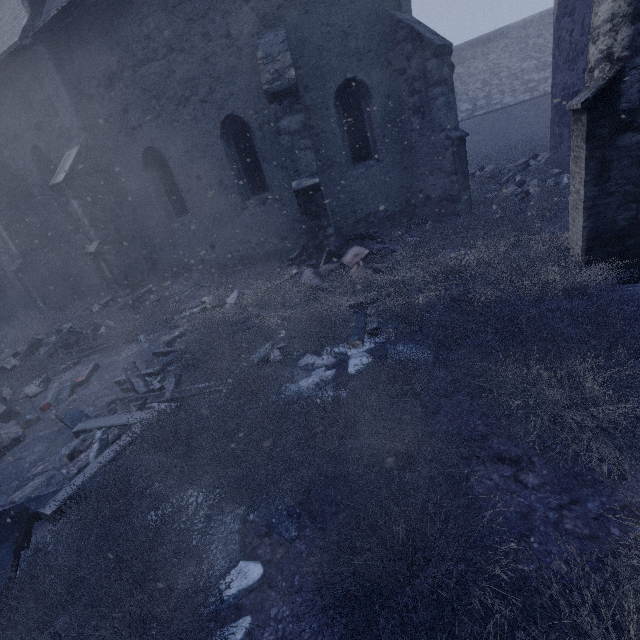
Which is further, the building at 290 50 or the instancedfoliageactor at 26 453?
the building at 290 50

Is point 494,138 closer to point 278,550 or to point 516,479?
point 516,479

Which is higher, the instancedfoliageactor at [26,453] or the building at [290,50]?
the building at [290,50]

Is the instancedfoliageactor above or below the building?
below

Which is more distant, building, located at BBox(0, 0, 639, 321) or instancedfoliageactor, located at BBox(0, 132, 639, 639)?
building, located at BBox(0, 0, 639, 321)
